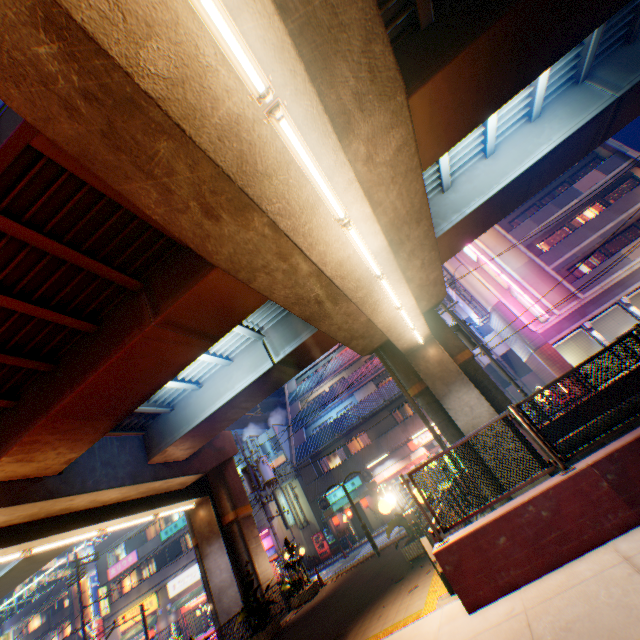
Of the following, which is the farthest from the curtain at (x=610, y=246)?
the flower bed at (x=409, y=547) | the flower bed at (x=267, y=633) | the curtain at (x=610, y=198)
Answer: the flower bed at (x=267, y=633)

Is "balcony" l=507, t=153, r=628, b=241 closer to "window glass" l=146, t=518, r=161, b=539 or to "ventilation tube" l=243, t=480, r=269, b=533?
"ventilation tube" l=243, t=480, r=269, b=533

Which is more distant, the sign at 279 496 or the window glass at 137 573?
the window glass at 137 573

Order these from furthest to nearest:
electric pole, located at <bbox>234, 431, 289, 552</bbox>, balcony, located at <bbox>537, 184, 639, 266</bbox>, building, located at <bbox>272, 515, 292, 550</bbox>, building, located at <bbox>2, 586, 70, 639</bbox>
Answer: building, located at <bbox>2, 586, 70, 639</bbox>
building, located at <bbox>272, 515, 292, 550</bbox>
balcony, located at <bbox>537, 184, 639, 266</bbox>
electric pole, located at <bbox>234, 431, 289, 552</bbox>

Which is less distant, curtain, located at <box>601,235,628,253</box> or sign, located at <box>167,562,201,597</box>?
curtain, located at <box>601,235,628,253</box>

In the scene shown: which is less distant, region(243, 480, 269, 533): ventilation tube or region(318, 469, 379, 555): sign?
region(318, 469, 379, 555): sign

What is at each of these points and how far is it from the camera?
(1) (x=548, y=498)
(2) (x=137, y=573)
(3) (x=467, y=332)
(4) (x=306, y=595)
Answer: (1) concrete block, 5.2m
(2) window glass, 34.0m
(3) electric pole, 17.1m
(4) flower bed, 14.1m

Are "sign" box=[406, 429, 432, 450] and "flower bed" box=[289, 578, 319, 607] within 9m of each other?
no
